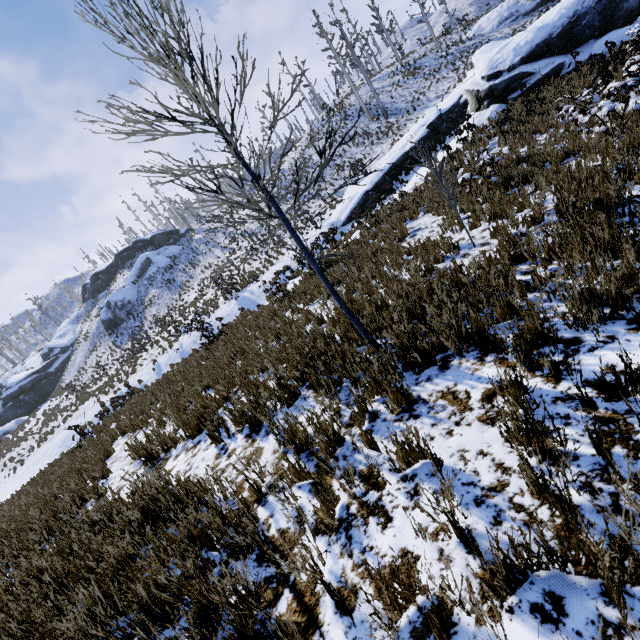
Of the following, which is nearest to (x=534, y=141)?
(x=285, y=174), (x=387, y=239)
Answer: (x=387, y=239)

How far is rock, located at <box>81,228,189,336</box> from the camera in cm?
4054

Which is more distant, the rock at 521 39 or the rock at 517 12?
the rock at 517 12

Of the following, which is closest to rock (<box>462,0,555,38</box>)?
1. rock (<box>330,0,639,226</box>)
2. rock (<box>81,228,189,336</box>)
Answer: rock (<box>330,0,639,226</box>)

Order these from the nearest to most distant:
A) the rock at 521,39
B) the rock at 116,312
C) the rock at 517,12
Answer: the rock at 521,39
the rock at 517,12
the rock at 116,312

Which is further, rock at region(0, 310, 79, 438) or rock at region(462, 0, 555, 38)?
rock at region(0, 310, 79, 438)
